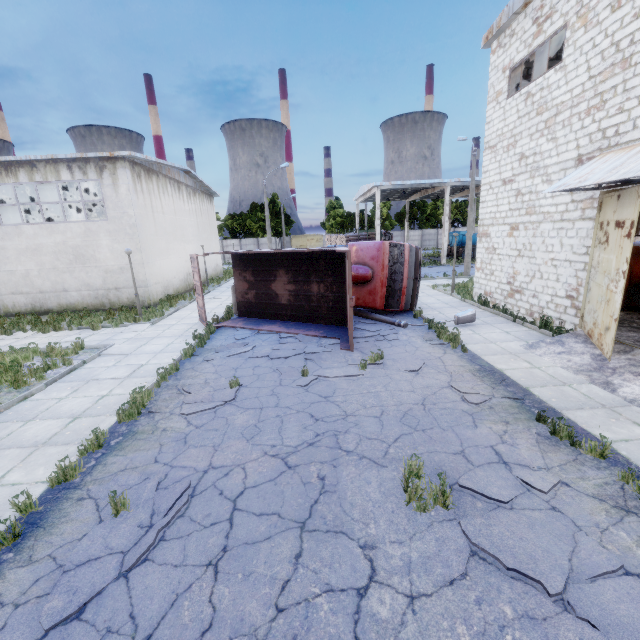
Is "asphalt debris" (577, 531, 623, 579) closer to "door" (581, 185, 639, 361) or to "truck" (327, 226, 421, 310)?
"door" (581, 185, 639, 361)

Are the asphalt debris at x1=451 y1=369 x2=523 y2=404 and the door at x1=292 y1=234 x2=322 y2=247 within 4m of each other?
no

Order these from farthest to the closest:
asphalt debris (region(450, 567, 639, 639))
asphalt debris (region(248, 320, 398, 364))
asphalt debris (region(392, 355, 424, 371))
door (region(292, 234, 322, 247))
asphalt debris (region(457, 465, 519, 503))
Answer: door (region(292, 234, 322, 247)) → asphalt debris (region(248, 320, 398, 364)) → asphalt debris (region(392, 355, 424, 371)) → asphalt debris (region(457, 465, 519, 503)) → asphalt debris (region(450, 567, 639, 639))

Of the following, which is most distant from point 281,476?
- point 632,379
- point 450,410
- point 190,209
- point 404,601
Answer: point 190,209

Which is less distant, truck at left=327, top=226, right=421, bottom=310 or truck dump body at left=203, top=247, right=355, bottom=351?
truck dump body at left=203, top=247, right=355, bottom=351

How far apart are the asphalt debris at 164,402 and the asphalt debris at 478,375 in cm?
504

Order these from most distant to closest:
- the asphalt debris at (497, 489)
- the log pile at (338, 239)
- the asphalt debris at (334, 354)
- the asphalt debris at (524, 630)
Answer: the log pile at (338, 239)
the asphalt debris at (334, 354)
the asphalt debris at (497, 489)
the asphalt debris at (524, 630)

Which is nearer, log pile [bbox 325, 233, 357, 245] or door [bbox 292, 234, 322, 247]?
log pile [bbox 325, 233, 357, 245]
